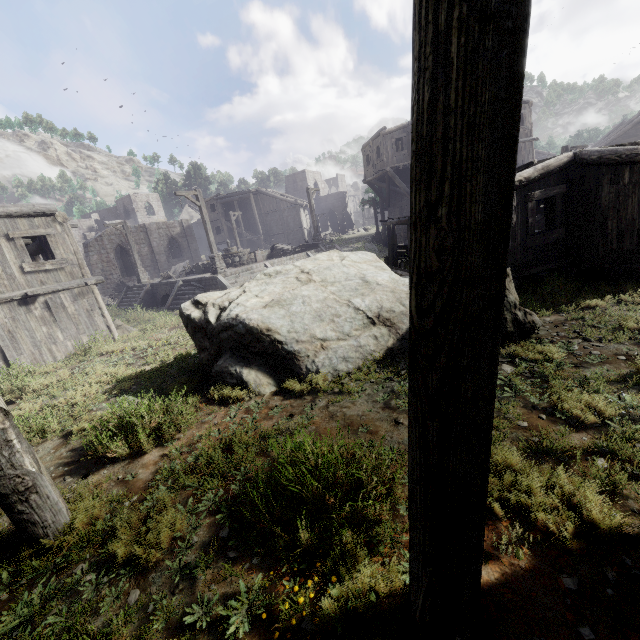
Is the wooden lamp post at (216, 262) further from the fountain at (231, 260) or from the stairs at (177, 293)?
the fountain at (231, 260)

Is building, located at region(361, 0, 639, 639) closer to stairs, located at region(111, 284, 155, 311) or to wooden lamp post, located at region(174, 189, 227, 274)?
stairs, located at region(111, 284, 155, 311)

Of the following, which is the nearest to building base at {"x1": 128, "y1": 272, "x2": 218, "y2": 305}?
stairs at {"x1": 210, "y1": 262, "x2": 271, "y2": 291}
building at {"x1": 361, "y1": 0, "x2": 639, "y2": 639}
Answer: stairs at {"x1": 210, "y1": 262, "x2": 271, "y2": 291}

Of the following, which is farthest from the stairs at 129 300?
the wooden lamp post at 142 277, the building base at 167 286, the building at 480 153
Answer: the building at 480 153

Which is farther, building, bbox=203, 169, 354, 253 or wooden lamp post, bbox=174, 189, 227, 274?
building, bbox=203, 169, 354, 253

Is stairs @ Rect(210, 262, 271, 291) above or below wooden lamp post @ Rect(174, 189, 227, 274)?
below

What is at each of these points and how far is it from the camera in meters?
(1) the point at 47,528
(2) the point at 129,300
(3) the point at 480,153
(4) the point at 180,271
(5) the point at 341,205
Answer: (1) building, 3.5
(2) stairs, 23.5
(3) building, 1.2
(4) broken furniture, 23.7
(5) building, 52.7

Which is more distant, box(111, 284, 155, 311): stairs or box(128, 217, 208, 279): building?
box(128, 217, 208, 279): building
